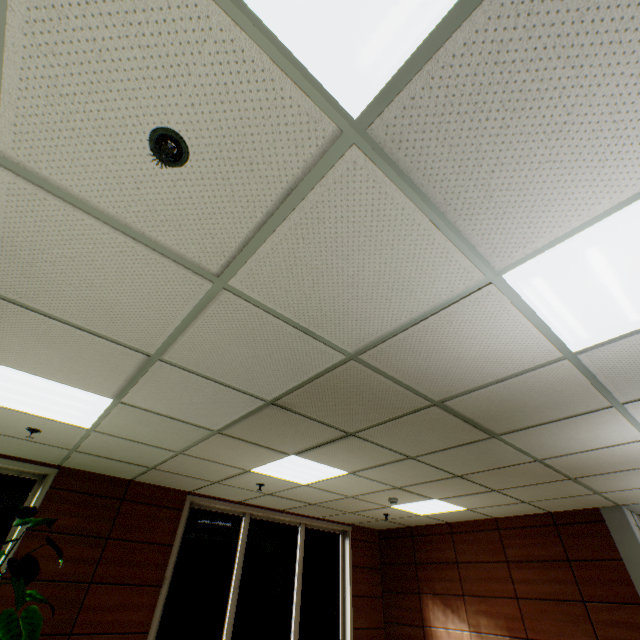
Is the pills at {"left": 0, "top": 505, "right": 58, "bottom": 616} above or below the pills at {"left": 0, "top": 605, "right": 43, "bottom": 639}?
above

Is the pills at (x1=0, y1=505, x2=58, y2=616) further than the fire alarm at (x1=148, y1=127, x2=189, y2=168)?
Yes

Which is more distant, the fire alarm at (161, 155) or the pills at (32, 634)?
the pills at (32, 634)

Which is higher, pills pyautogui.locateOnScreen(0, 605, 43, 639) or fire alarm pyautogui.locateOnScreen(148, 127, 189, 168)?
fire alarm pyautogui.locateOnScreen(148, 127, 189, 168)

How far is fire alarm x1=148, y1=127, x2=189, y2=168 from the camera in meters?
1.1 m

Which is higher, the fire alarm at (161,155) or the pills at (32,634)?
the fire alarm at (161,155)

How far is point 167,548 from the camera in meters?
5.1
